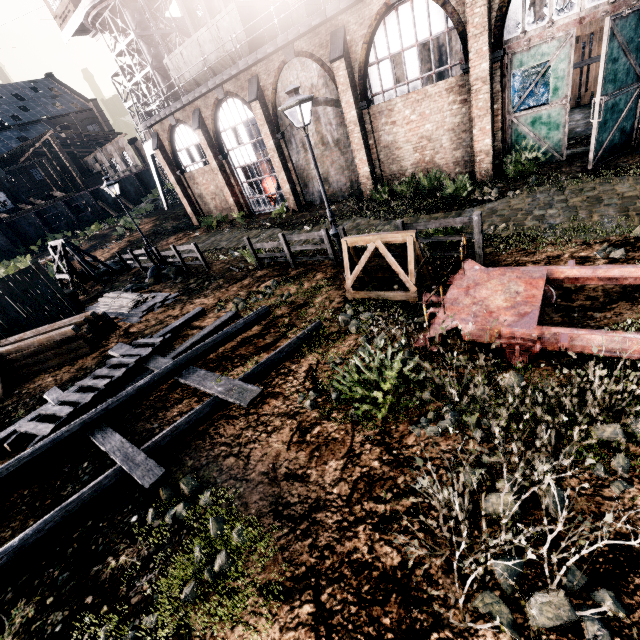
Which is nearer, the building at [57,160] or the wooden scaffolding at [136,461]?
the wooden scaffolding at [136,461]

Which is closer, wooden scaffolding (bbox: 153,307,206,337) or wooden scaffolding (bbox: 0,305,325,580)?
wooden scaffolding (bbox: 0,305,325,580)

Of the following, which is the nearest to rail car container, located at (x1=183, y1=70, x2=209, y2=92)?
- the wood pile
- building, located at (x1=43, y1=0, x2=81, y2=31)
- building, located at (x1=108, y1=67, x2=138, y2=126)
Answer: building, located at (x1=108, y1=67, x2=138, y2=126)

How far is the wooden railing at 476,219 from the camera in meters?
8.4

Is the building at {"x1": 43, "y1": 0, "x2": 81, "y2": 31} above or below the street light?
above

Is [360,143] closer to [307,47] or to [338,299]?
[307,47]

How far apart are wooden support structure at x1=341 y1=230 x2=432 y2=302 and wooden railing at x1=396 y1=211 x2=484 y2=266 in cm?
69

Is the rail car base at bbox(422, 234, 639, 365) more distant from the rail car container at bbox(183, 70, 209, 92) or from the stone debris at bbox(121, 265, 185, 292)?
the rail car container at bbox(183, 70, 209, 92)
